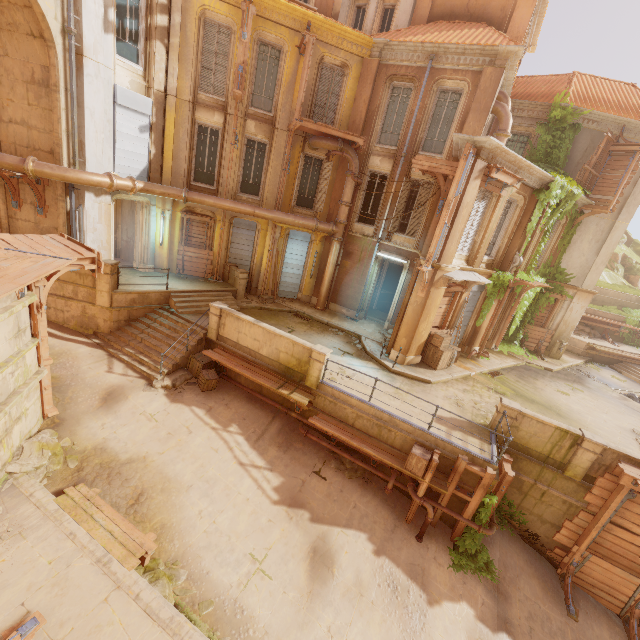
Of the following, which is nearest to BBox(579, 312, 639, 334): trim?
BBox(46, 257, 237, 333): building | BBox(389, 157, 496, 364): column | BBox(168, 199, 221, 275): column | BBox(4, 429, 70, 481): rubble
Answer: BBox(46, 257, 237, 333): building

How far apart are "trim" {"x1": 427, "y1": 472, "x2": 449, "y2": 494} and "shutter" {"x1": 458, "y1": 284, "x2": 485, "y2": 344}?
7.68m

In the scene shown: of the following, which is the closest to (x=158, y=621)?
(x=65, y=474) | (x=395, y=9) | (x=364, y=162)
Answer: (x=65, y=474)

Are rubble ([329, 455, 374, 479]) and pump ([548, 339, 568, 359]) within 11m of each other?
no

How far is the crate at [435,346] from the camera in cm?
1416

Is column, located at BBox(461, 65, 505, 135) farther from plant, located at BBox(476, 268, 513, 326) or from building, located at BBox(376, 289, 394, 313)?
building, located at BBox(376, 289, 394, 313)

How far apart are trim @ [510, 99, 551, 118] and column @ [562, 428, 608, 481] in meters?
15.7

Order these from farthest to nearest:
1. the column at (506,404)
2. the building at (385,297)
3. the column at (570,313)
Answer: the building at (385,297) → the column at (570,313) → the column at (506,404)
